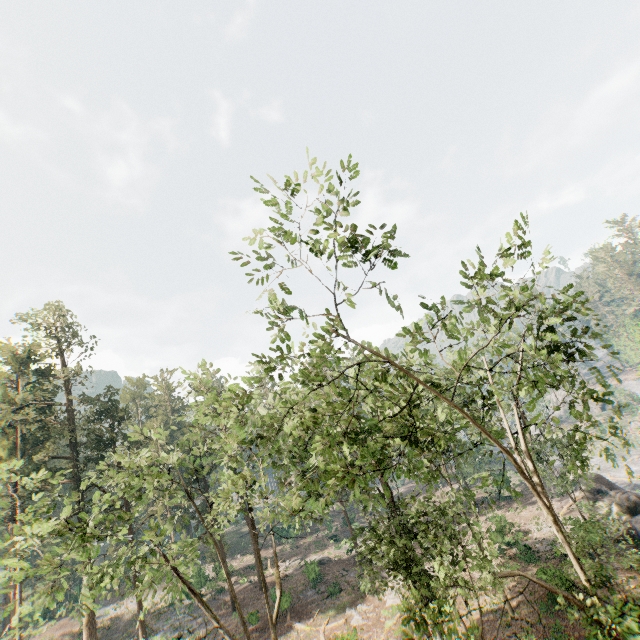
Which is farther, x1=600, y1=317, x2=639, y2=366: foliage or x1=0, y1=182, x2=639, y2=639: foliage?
x1=600, y1=317, x2=639, y2=366: foliage

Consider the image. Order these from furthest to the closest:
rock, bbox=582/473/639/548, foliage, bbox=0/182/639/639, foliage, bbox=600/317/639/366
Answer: rock, bbox=582/473/639/548 < foliage, bbox=600/317/639/366 < foliage, bbox=0/182/639/639

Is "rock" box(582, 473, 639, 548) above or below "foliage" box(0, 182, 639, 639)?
below

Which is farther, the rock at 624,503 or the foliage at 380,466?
the rock at 624,503

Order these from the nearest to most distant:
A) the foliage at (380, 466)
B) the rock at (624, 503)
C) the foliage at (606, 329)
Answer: the foliage at (380, 466) → the foliage at (606, 329) → the rock at (624, 503)

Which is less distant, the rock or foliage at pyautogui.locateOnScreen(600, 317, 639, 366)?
foliage at pyautogui.locateOnScreen(600, 317, 639, 366)

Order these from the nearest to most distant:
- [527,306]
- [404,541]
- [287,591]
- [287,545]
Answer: [527,306]
[404,541]
[287,591]
[287,545]
